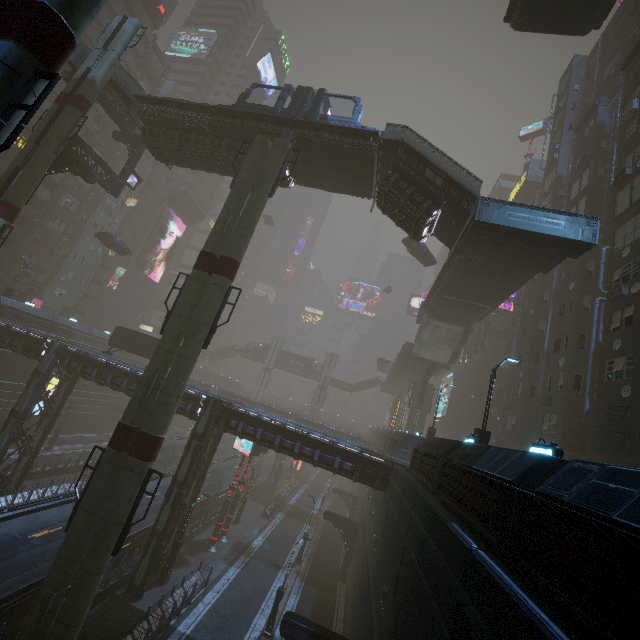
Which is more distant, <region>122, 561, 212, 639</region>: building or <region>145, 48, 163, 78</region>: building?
<region>145, 48, 163, 78</region>: building

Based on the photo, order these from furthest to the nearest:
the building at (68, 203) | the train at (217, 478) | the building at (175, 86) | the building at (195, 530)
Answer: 1. the building at (175, 86)
2. the building at (68, 203)
3. the train at (217, 478)
4. the building at (195, 530)

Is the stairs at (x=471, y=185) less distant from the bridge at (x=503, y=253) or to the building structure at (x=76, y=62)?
the bridge at (x=503, y=253)

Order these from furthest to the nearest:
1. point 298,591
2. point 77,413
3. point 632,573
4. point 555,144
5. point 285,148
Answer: point 77,413, point 555,144, point 298,591, point 285,148, point 632,573

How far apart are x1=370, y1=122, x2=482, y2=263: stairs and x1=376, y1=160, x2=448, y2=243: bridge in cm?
0

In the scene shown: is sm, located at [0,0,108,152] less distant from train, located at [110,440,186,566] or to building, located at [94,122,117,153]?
building, located at [94,122,117,153]

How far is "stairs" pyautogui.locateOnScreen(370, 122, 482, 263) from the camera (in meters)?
18.03

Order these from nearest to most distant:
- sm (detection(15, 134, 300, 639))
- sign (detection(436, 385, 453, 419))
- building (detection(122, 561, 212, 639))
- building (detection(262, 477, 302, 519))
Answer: sm (detection(15, 134, 300, 639)) < building (detection(122, 561, 212, 639)) < building (detection(262, 477, 302, 519)) < sign (detection(436, 385, 453, 419))
